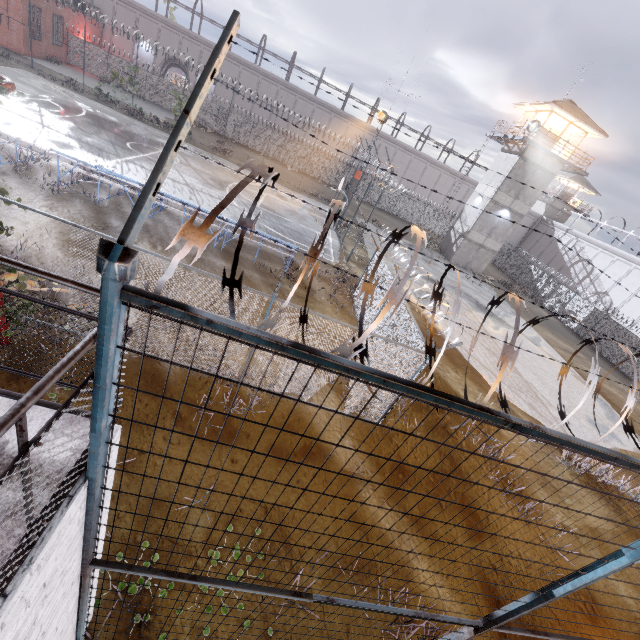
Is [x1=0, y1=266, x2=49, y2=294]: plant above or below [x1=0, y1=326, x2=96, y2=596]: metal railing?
below

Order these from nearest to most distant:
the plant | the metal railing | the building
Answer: the metal railing < the plant < the building

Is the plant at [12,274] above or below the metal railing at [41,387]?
below

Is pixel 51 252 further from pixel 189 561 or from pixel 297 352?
pixel 297 352

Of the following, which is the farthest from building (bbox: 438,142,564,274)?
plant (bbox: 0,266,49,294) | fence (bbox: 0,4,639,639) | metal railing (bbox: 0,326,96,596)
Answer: metal railing (bbox: 0,326,96,596)

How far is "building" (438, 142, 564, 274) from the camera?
29.0m

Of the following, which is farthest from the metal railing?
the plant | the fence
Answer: the plant

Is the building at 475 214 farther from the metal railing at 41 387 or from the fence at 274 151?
the metal railing at 41 387
